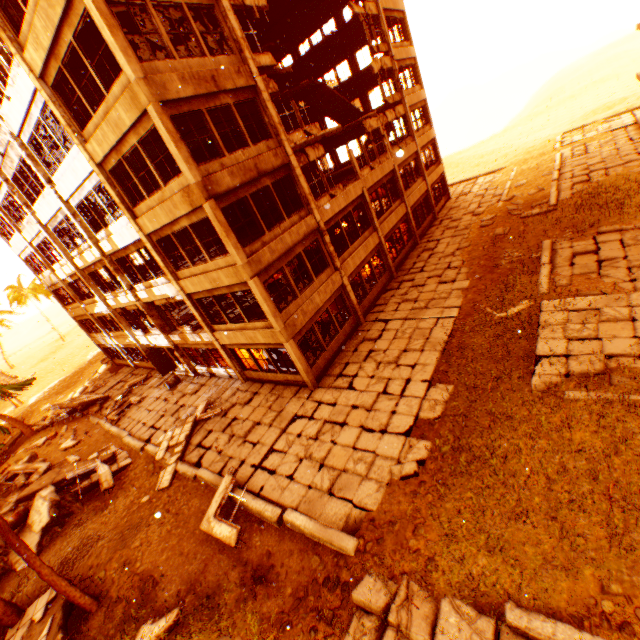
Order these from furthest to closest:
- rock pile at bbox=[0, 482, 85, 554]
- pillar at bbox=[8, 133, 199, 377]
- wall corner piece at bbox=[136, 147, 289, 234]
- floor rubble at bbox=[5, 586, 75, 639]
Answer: pillar at bbox=[8, 133, 199, 377], rock pile at bbox=[0, 482, 85, 554], wall corner piece at bbox=[136, 147, 289, 234], floor rubble at bbox=[5, 586, 75, 639]

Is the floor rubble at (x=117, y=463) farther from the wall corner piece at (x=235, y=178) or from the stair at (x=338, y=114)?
the stair at (x=338, y=114)

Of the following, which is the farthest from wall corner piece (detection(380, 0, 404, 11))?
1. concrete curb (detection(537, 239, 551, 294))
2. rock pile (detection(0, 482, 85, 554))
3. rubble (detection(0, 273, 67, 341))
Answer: concrete curb (detection(537, 239, 551, 294))

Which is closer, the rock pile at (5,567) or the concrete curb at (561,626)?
the concrete curb at (561,626)

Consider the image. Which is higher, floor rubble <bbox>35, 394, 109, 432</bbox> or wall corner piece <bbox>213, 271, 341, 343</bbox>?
wall corner piece <bbox>213, 271, 341, 343</bbox>

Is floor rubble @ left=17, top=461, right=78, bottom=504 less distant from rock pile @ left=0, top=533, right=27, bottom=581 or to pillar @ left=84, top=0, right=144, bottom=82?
pillar @ left=84, top=0, right=144, bottom=82

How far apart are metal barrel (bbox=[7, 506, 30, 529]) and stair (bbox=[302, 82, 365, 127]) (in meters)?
27.03

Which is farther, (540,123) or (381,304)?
(540,123)
